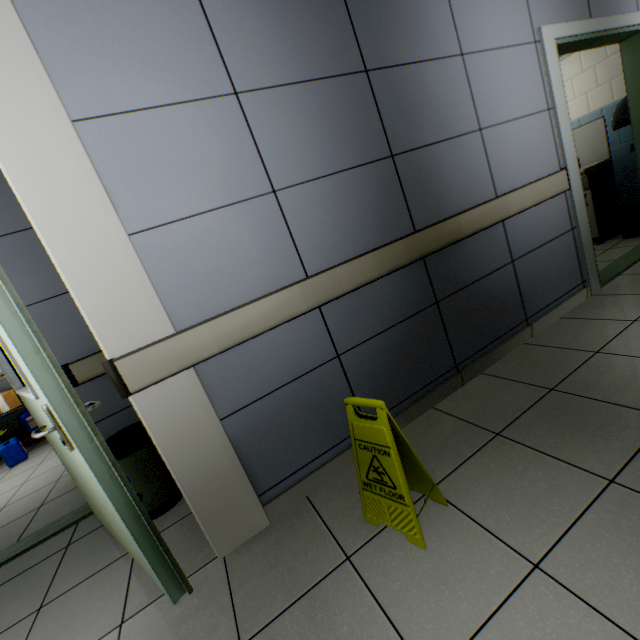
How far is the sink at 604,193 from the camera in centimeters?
398cm

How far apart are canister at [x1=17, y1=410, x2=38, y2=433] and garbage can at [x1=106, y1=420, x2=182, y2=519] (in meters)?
4.08

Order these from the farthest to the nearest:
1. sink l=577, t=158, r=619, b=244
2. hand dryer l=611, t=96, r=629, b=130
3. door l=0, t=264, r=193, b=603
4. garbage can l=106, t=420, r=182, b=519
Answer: sink l=577, t=158, r=619, b=244 → hand dryer l=611, t=96, r=629, b=130 → garbage can l=106, t=420, r=182, b=519 → door l=0, t=264, r=193, b=603

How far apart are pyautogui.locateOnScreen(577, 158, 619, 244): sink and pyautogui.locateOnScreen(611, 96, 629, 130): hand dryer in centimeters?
41cm

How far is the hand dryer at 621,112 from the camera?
3.5m

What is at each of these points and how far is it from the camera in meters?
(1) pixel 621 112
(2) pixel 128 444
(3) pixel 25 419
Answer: (1) hand dryer, 3.5
(2) garbage can, 2.1
(3) canister, 4.9

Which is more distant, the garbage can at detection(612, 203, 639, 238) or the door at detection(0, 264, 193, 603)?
the garbage can at detection(612, 203, 639, 238)

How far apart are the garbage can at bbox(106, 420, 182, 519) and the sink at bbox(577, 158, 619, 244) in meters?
5.4
